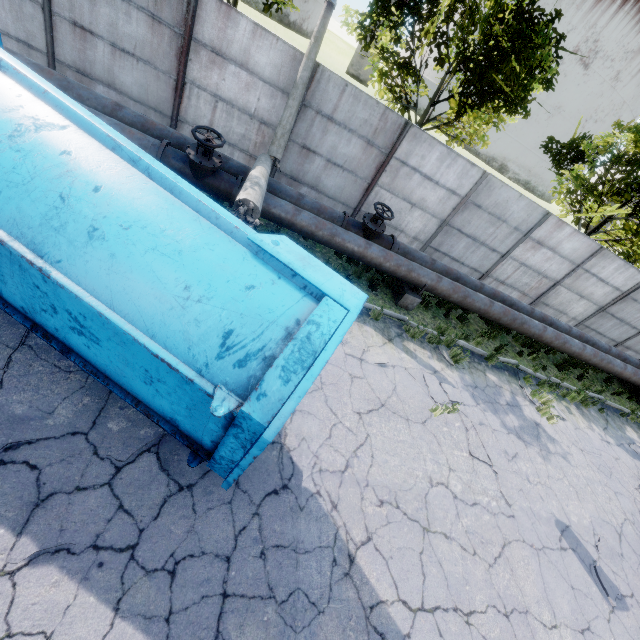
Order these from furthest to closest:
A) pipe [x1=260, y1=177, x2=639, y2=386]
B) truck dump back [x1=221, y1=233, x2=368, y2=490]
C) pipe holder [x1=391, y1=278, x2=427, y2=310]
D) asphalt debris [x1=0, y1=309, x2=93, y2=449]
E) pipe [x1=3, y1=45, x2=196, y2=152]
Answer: pipe holder [x1=391, y1=278, x2=427, y2=310], pipe [x1=260, y1=177, x2=639, y2=386], pipe [x1=3, y1=45, x2=196, y2=152], asphalt debris [x1=0, y1=309, x2=93, y2=449], truck dump back [x1=221, y1=233, x2=368, y2=490]

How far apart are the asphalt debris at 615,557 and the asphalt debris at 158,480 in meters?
8.4

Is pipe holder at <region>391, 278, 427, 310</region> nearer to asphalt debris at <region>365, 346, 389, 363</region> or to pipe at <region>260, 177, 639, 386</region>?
pipe at <region>260, 177, 639, 386</region>

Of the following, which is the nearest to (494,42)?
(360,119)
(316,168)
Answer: (360,119)

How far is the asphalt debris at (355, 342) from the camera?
7.17m

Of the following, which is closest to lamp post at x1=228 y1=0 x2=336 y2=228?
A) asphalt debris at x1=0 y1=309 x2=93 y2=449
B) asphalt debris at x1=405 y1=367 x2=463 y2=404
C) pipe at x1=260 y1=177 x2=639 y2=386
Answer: pipe at x1=260 y1=177 x2=639 y2=386

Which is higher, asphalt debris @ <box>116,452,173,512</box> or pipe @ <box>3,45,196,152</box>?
pipe @ <box>3,45,196,152</box>

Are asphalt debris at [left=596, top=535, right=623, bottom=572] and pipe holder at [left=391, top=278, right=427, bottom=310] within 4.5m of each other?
no
